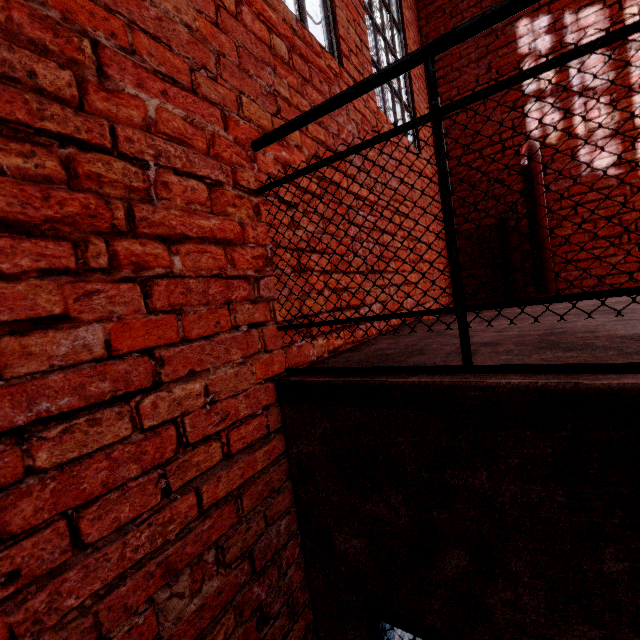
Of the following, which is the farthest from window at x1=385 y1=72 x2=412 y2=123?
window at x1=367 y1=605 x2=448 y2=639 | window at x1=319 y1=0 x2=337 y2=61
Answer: window at x1=367 y1=605 x2=448 y2=639

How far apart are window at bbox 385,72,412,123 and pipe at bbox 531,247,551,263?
1.3 meters

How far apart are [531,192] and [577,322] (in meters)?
2.88

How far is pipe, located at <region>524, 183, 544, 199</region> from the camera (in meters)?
3.75

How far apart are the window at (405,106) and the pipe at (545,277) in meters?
1.3 m

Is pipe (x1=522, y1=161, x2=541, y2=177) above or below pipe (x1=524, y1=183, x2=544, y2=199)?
above

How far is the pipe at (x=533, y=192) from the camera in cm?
375

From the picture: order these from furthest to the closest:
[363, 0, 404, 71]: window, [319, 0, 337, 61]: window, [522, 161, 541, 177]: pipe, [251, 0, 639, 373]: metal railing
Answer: [522, 161, 541, 177]: pipe → [363, 0, 404, 71]: window → [319, 0, 337, 61]: window → [251, 0, 639, 373]: metal railing
